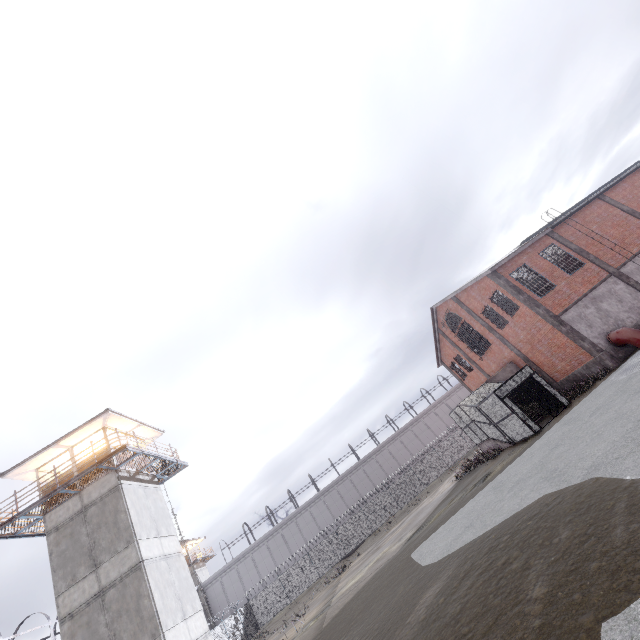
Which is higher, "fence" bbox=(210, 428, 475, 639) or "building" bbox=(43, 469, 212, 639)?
"building" bbox=(43, 469, 212, 639)

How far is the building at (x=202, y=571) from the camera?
45.19m

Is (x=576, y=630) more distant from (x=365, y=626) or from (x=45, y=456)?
(x=45, y=456)

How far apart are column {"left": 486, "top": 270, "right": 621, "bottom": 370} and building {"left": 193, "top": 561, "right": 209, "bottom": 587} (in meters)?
53.36

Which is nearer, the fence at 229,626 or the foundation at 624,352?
the foundation at 624,352

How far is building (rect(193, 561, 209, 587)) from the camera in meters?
45.2

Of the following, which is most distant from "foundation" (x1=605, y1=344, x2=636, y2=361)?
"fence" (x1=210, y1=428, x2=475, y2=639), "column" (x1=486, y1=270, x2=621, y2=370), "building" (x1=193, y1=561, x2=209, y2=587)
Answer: "building" (x1=193, y1=561, x2=209, y2=587)

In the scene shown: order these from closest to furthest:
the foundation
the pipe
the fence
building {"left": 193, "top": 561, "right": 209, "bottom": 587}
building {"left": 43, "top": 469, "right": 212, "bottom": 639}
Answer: building {"left": 43, "top": 469, "right": 212, "bottom": 639} < the pipe < the foundation < the fence < building {"left": 193, "top": 561, "right": 209, "bottom": 587}
